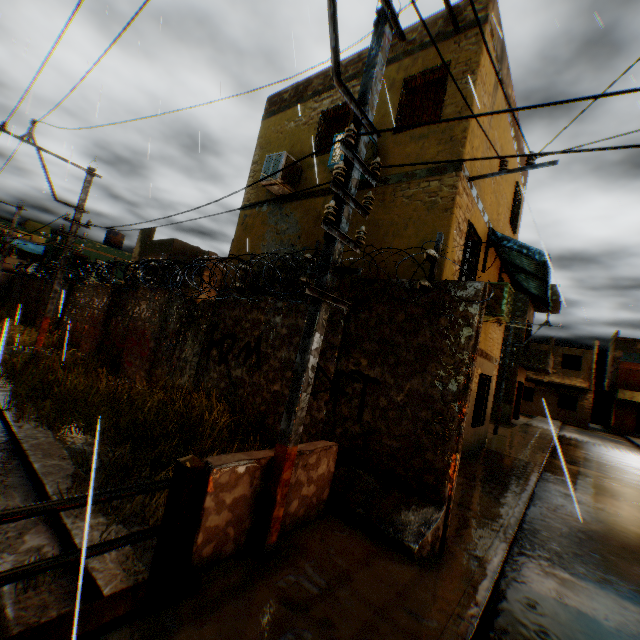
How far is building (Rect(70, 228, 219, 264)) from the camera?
19.8 meters

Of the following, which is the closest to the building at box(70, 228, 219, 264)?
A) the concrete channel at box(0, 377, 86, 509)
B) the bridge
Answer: the concrete channel at box(0, 377, 86, 509)

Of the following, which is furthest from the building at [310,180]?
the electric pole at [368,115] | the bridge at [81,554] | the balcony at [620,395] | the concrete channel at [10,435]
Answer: the balcony at [620,395]

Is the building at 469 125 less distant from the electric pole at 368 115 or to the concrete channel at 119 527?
the concrete channel at 119 527

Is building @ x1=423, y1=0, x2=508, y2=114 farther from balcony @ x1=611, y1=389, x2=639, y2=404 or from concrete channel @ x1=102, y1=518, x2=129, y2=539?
balcony @ x1=611, y1=389, x2=639, y2=404

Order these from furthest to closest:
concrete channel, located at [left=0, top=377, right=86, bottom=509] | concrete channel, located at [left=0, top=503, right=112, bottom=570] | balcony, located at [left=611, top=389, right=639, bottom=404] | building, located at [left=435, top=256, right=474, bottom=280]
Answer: balcony, located at [left=611, top=389, right=639, bottom=404]
building, located at [left=435, top=256, right=474, bottom=280]
concrete channel, located at [left=0, top=377, right=86, bottom=509]
concrete channel, located at [left=0, top=503, right=112, bottom=570]

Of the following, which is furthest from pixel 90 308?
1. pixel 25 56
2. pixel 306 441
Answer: pixel 306 441

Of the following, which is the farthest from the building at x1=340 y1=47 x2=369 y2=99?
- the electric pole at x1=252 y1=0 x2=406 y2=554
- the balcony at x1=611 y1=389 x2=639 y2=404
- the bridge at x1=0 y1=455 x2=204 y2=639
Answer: the balcony at x1=611 y1=389 x2=639 y2=404
